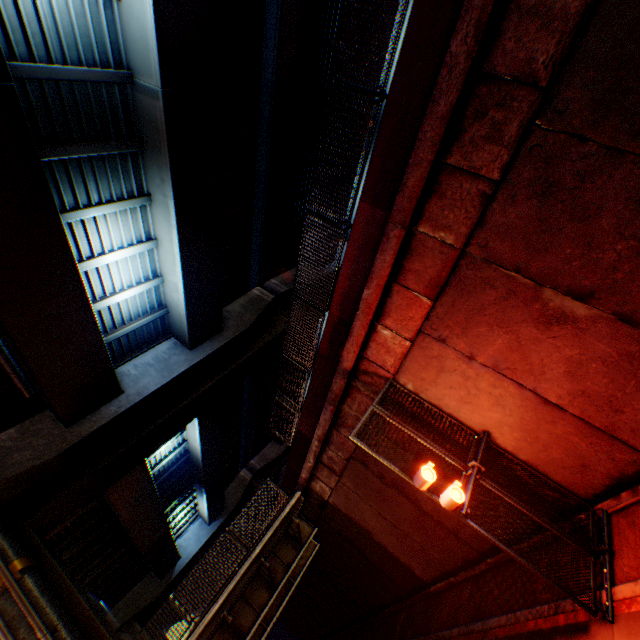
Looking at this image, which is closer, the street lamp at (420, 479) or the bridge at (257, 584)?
the street lamp at (420, 479)

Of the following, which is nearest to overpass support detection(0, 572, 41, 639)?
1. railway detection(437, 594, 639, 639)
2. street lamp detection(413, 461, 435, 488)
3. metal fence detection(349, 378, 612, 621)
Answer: metal fence detection(349, 378, 612, 621)

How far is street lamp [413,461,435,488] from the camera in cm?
601

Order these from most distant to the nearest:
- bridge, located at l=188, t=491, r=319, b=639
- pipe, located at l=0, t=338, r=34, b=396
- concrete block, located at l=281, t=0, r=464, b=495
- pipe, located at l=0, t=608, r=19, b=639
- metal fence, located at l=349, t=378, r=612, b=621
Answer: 1. bridge, located at l=188, t=491, r=319, b=639
2. pipe, located at l=0, t=338, r=34, b=396
3. pipe, located at l=0, t=608, r=19, b=639
4. metal fence, located at l=349, t=378, r=612, b=621
5. concrete block, located at l=281, t=0, r=464, b=495

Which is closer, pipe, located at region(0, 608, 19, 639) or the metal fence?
the metal fence

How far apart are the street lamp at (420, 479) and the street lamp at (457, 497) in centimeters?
33cm

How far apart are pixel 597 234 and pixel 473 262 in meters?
1.7 m

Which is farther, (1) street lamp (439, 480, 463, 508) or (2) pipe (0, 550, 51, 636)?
(2) pipe (0, 550, 51, 636)
